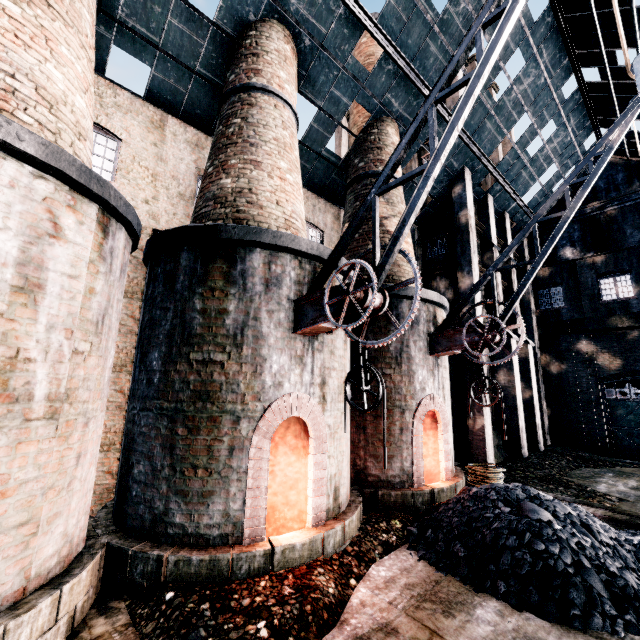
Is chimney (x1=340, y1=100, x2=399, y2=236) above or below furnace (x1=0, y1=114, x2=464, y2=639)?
above

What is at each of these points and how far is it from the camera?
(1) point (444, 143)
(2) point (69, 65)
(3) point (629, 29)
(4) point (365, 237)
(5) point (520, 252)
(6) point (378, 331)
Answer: (1) crane, 5.5m
(2) chimney, 6.4m
(3) building, 14.0m
(4) chimney, 13.4m
(5) building, 25.4m
(6) furnace, 11.1m

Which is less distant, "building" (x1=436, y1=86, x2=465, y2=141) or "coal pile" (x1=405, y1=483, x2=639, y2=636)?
"coal pile" (x1=405, y1=483, x2=639, y2=636)

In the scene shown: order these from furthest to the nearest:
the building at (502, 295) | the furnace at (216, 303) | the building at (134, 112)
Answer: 1. the building at (502, 295)
2. the building at (134, 112)
3. the furnace at (216, 303)

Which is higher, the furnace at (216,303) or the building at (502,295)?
the building at (502,295)

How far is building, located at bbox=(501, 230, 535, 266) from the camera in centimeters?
2274cm

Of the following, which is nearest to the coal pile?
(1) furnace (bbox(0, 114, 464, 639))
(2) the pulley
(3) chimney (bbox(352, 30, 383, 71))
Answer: (1) furnace (bbox(0, 114, 464, 639))

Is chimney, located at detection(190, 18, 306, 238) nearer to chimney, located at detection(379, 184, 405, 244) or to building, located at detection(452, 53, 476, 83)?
building, located at detection(452, 53, 476, 83)
